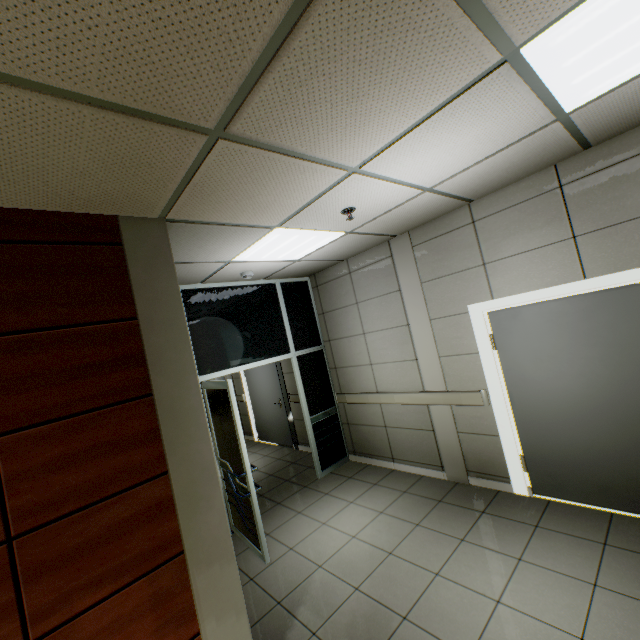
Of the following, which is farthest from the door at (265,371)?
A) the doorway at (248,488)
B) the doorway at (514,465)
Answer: the doorway at (514,465)

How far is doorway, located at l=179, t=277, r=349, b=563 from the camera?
3.61m

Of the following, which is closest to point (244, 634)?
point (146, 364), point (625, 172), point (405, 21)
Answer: point (146, 364)

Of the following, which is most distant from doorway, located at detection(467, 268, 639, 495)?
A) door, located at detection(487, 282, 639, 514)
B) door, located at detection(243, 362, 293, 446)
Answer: door, located at detection(243, 362, 293, 446)

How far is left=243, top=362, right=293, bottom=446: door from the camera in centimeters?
695cm

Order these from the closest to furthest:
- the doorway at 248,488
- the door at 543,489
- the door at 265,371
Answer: the door at 543,489 → the doorway at 248,488 → the door at 265,371

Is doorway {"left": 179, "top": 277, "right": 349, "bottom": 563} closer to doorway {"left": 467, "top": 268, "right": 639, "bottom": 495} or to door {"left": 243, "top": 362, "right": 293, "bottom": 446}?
door {"left": 243, "top": 362, "right": 293, "bottom": 446}

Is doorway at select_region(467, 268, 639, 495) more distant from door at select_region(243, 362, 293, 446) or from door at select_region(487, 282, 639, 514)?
door at select_region(243, 362, 293, 446)
